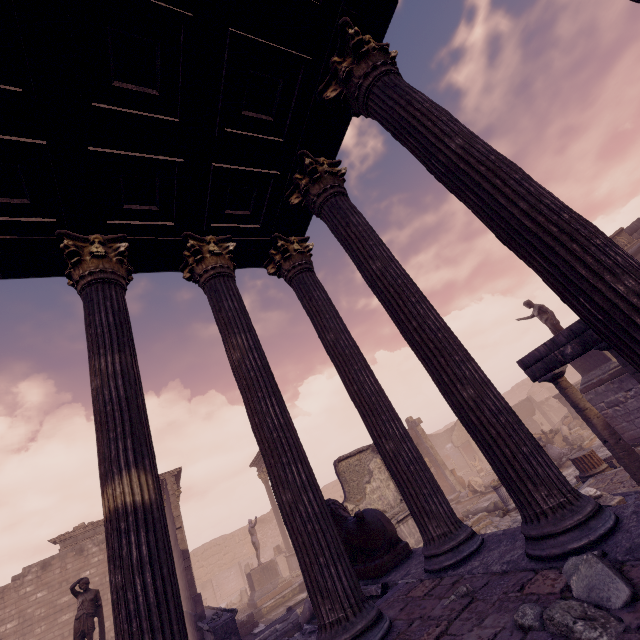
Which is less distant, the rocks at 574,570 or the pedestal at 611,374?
the rocks at 574,570

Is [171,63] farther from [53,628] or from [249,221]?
[53,628]

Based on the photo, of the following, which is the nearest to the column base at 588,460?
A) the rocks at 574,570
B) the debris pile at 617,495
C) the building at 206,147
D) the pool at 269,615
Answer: the debris pile at 617,495

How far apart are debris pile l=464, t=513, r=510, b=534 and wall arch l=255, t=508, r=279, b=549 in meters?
27.7 m

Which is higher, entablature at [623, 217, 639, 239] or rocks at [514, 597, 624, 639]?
entablature at [623, 217, 639, 239]

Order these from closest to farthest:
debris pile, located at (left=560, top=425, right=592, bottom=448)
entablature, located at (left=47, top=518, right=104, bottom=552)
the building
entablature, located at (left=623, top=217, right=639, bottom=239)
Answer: the building, debris pile, located at (left=560, top=425, right=592, bottom=448), entablature, located at (left=623, top=217, right=639, bottom=239), entablature, located at (left=47, top=518, right=104, bottom=552)

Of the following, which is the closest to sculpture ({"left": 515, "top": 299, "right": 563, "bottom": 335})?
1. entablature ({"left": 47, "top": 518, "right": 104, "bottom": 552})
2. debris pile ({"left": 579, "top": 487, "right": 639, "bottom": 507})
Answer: debris pile ({"left": 579, "top": 487, "right": 639, "bottom": 507})

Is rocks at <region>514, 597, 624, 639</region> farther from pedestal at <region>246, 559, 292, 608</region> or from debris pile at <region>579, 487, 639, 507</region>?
pedestal at <region>246, 559, 292, 608</region>
